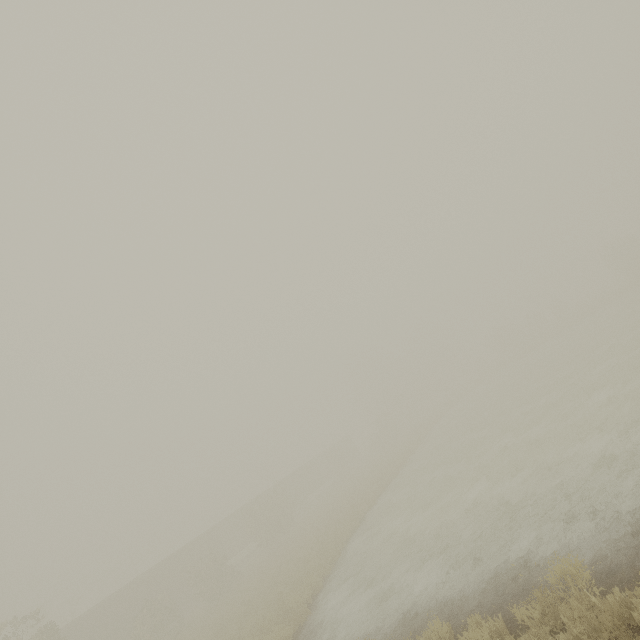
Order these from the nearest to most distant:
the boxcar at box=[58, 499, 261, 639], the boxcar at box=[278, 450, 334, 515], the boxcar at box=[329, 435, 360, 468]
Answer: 1. the boxcar at box=[58, 499, 261, 639]
2. the boxcar at box=[278, 450, 334, 515]
3. the boxcar at box=[329, 435, 360, 468]

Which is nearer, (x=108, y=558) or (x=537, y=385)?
(x=537, y=385)

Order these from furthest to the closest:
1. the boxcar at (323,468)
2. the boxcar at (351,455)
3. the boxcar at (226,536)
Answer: the boxcar at (351,455), the boxcar at (323,468), the boxcar at (226,536)

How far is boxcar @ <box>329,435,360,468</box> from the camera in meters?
54.0 m

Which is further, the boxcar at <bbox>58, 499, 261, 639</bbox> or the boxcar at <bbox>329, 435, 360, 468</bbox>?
the boxcar at <bbox>329, 435, 360, 468</bbox>

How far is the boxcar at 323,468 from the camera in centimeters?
4406cm
